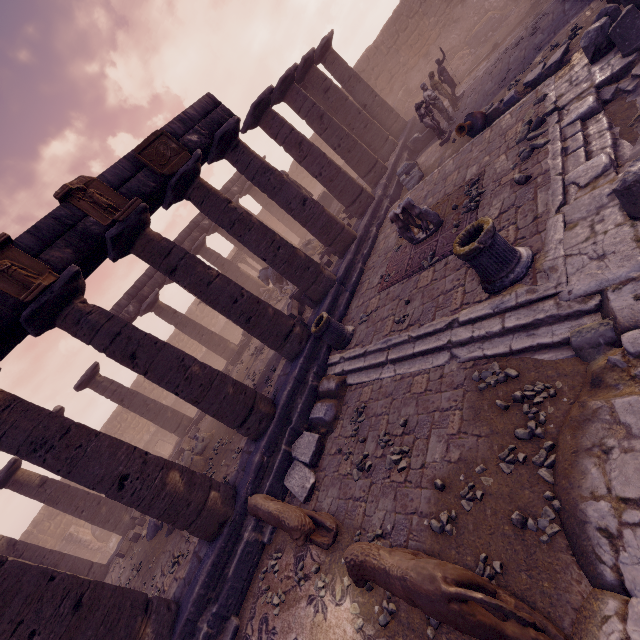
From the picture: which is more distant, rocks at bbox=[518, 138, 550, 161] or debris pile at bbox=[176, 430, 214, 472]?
debris pile at bbox=[176, 430, 214, 472]

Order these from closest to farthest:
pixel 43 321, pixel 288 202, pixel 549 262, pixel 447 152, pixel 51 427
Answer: pixel 549 262 → pixel 51 427 → pixel 43 321 → pixel 288 202 → pixel 447 152

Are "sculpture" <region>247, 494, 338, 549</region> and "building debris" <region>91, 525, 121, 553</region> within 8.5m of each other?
no

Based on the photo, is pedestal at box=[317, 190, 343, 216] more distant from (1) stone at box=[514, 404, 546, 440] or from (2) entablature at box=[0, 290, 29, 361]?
(1) stone at box=[514, 404, 546, 440]

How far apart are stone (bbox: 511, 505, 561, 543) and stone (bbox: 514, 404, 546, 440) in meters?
0.1 m

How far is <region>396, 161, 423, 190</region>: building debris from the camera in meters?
12.1

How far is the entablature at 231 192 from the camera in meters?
21.6

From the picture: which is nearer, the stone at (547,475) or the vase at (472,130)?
the stone at (547,475)
